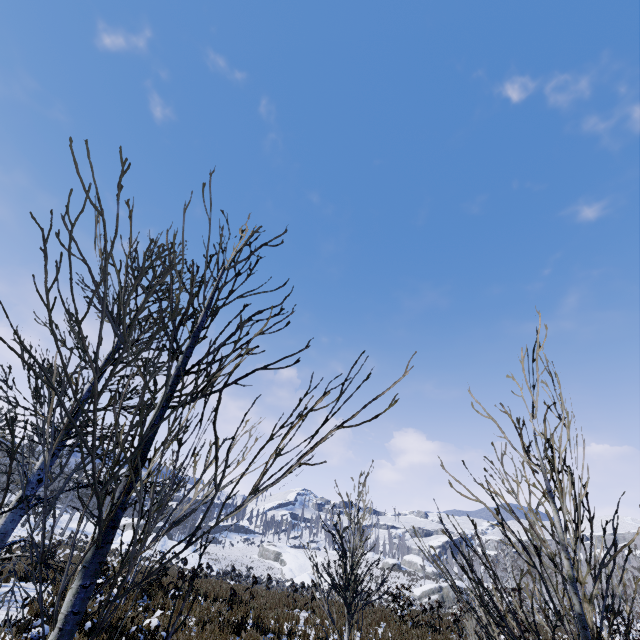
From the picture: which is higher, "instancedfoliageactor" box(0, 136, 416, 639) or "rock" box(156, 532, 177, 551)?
"instancedfoliageactor" box(0, 136, 416, 639)

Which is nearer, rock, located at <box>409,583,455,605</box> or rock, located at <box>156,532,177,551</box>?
rock, located at <box>156,532,177,551</box>

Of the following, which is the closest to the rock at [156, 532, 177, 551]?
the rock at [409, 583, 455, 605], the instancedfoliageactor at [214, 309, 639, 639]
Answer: the instancedfoliageactor at [214, 309, 639, 639]

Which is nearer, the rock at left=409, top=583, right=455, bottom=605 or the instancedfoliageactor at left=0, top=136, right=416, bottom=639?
the instancedfoliageactor at left=0, top=136, right=416, bottom=639

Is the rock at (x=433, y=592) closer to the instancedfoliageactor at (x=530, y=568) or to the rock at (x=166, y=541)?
the rock at (x=166, y=541)

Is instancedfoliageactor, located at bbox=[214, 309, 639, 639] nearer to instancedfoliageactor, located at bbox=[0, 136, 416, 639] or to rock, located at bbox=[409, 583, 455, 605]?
instancedfoliageactor, located at bbox=[0, 136, 416, 639]

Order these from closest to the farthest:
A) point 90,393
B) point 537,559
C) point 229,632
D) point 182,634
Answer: point 90,393
point 182,634
point 229,632
point 537,559

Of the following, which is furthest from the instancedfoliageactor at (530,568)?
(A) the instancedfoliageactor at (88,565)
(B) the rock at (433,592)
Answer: (B) the rock at (433,592)
